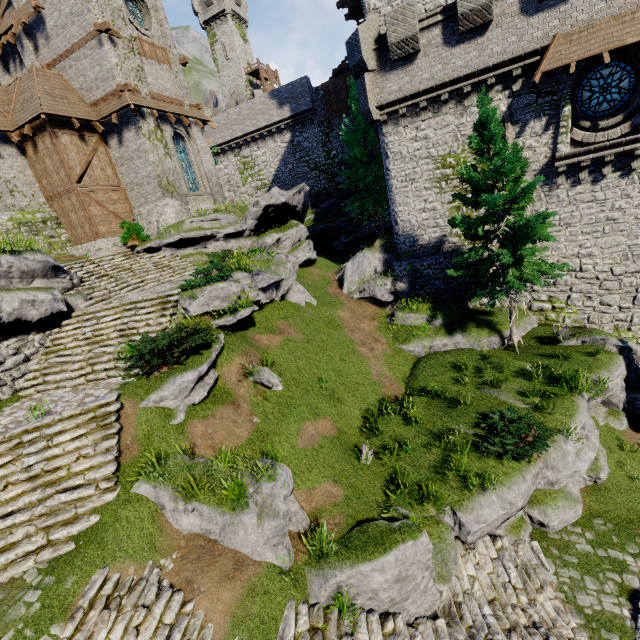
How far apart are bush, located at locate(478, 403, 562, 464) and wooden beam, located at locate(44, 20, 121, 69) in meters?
26.1

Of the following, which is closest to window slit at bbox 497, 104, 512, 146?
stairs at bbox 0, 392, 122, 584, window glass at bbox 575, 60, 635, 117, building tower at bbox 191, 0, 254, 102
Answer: window glass at bbox 575, 60, 635, 117

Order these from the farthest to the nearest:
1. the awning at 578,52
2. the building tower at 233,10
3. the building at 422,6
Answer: the building tower at 233,10 < the building at 422,6 < the awning at 578,52

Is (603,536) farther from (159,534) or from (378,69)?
(378,69)

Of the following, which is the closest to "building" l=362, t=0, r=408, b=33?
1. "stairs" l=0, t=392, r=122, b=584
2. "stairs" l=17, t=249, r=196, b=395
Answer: "stairs" l=17, t=249, r=196, b=395

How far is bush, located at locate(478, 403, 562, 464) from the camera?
9.9m

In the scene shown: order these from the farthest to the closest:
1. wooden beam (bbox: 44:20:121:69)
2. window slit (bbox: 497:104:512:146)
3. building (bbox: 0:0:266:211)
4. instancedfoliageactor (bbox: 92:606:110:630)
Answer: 1. building (bbox: 0:0:266:211)
2. wooden beam (bbox: 44:20:121:69)
3. window slit (bbox: 497:104:512:146)
4. instancedfoliageactor (bbox: 92:606:110:630)

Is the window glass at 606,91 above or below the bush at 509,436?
above
